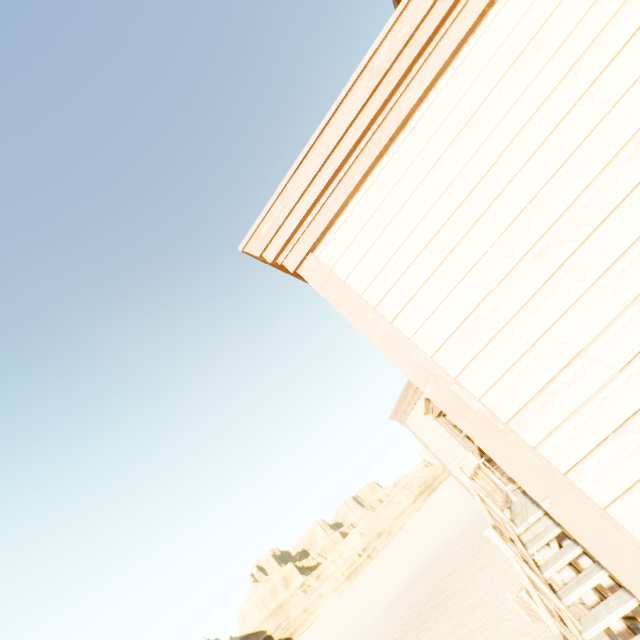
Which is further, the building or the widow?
the widow

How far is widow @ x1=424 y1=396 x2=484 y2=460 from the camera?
8.8m

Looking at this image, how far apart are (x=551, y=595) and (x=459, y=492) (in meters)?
60.55

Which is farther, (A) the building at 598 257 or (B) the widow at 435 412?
(B) the widow at 435 412

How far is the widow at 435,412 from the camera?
8.8 meters
